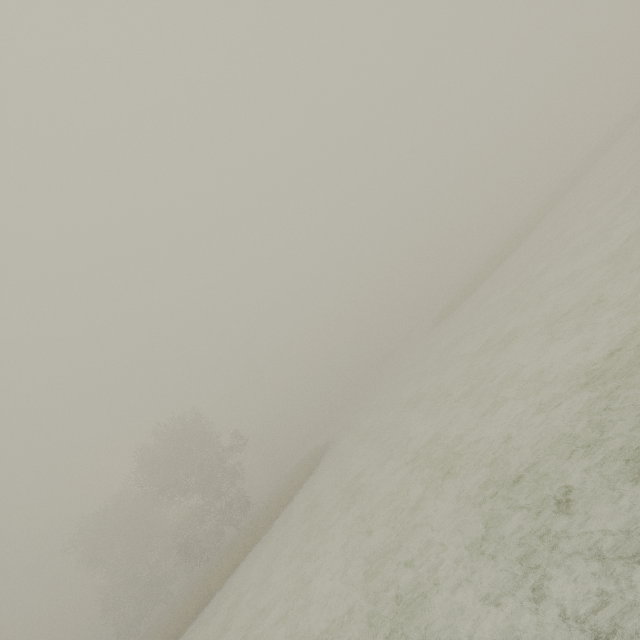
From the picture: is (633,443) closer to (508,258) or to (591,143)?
(508,258)
